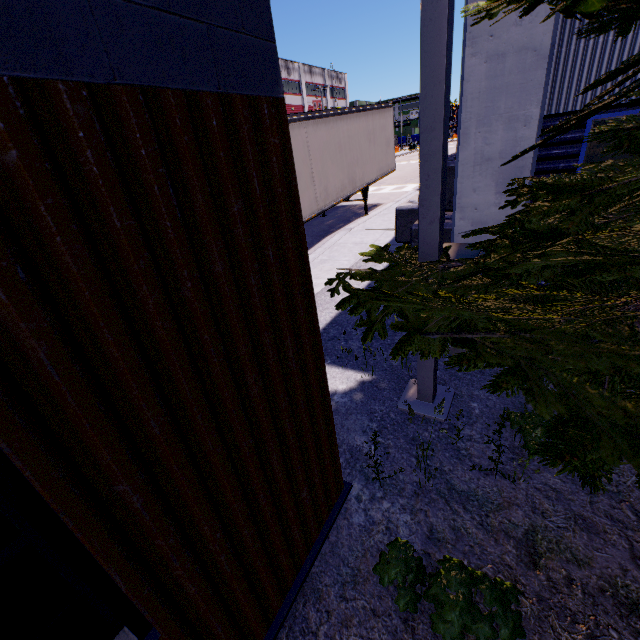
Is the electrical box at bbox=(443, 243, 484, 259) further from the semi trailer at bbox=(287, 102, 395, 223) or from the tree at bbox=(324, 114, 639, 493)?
the semi trailer at bbox=(287, 102, 395, 223)

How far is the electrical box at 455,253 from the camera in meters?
4.4 m

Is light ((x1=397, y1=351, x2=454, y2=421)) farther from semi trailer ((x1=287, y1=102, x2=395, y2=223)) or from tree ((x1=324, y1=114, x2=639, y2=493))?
semi trailer ((x1=287, y1=102, x2=395, y2=223))

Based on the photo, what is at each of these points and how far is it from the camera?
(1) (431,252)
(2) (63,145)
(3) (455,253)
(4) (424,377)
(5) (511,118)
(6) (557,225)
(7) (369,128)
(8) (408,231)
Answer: (1) light, 2.78m
(2) building, 0.84m
(3) electrical box, 4.52m
(4) light, 3.43m
(5) building, 4.09m
(6) tree, 1.79m
(7) semi trailer, 12.71m
(8) concrete block, 8.51m

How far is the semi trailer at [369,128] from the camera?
9.3m

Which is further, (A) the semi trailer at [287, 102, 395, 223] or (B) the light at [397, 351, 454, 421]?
(A) the semi trailer at [287, 102, 395, 223]

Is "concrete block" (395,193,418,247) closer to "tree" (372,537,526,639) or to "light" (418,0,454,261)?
"tree" (372,537,526,639)

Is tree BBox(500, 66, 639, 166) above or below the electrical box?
A: above
